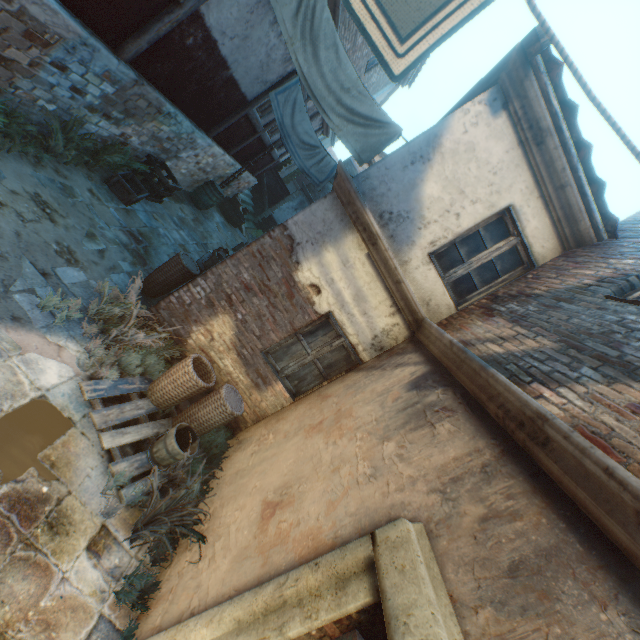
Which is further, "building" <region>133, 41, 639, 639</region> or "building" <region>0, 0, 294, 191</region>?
"building" <region>0, 0, 294, 191</region>

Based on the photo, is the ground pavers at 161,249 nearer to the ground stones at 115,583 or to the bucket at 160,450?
the ground stones at 115,583

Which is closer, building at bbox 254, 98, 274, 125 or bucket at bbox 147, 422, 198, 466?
bucket at bbox 147, 422, 198, 466

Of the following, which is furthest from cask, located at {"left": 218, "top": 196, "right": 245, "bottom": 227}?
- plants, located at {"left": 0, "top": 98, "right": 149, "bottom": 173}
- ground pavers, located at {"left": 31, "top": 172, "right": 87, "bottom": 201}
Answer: plants, located at {"left": 0, "top": 98, "right": 149, "bottom": 173}

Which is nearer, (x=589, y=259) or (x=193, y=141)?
(x=589, y=259)

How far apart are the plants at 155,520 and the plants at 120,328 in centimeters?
127cm

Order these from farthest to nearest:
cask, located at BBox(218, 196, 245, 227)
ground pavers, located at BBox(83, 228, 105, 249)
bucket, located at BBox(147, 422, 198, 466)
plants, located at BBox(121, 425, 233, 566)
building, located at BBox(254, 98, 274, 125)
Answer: cask, located at BBox(218, 196, 245, 227)
building, located at BBox(254, 98, 274, 125)
ground pavers, located at BBox(83, 228, 105, 249)
bucket, located at BBox(147, 422, 198, 466)
plants, located at BBox(121, 425, 233, 566)

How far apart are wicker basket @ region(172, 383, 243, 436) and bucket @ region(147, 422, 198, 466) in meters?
0.1 m
